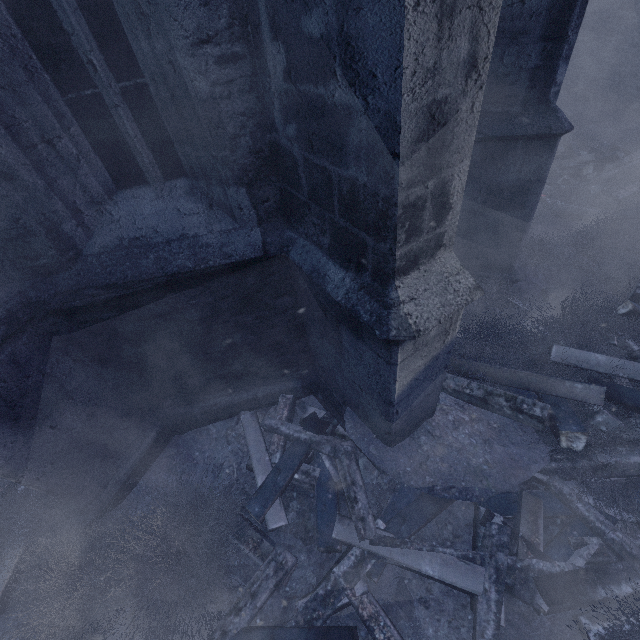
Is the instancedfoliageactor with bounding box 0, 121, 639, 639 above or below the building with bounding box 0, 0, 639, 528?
below

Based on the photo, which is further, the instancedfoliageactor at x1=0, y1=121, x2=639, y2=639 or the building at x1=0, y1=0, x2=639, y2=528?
the instancedfoliageactor at x1=0, y1=121, x2=639, y2=639

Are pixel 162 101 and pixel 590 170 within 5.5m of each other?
no

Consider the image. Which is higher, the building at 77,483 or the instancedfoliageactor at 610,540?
the building at 77,483

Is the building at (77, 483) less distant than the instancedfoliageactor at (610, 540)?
Yes
